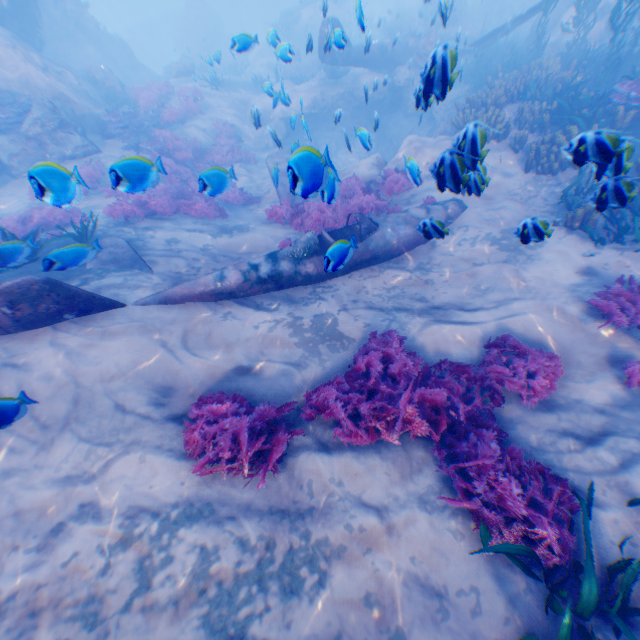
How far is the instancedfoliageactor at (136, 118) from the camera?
3.9 meters

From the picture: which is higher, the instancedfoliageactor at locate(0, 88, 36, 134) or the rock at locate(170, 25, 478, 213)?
the instancedfoliageactor at locate(0, 88, 36, 134)

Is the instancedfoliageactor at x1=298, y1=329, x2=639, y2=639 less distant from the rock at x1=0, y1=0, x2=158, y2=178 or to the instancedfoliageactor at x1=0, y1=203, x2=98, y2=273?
the rock at x1=0, y1=0, x2=158, y2=178

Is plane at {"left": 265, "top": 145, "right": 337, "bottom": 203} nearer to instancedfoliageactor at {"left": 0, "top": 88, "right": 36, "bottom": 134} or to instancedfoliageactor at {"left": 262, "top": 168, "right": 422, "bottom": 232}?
instancedfoliageactor at {"left": 262, "top": 168, "right": 422, "bottom": 232}

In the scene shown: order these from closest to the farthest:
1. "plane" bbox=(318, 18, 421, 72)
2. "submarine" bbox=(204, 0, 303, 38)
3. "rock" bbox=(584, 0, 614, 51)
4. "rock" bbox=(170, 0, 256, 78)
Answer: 1. "plane" bbox=(318, 18, 421, 72)
2. "rock" bbox=(170, 0, 256, 78)
3. "rock" bbox=(584, 0, 614, 51)
4. "submarine" bbox=(204, 0, 303, 38)

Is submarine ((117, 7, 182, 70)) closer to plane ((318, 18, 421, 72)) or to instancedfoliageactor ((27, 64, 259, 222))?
plane ((318, 18, 421, 72))

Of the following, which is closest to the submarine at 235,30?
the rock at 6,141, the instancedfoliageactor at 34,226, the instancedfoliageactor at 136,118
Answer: the rock at 6,141

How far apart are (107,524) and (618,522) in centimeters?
622cm
